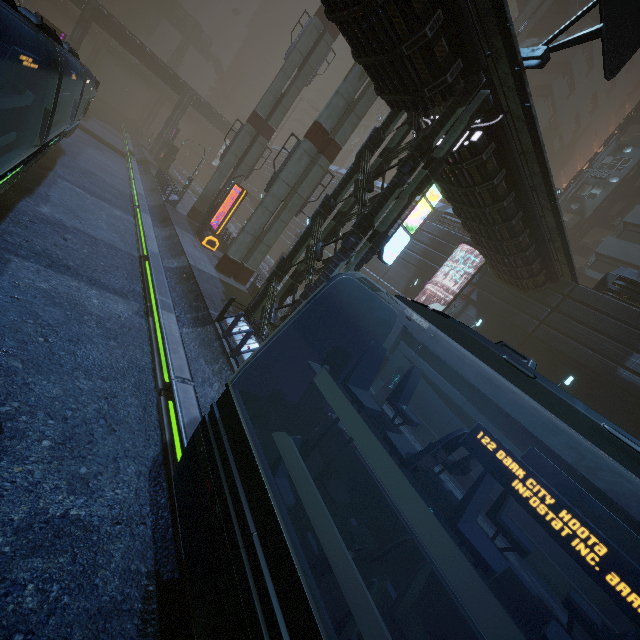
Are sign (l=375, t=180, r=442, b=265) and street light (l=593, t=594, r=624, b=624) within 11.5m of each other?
no

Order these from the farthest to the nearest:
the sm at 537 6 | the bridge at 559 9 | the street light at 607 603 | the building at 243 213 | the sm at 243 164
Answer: the building at 243 213 → the bridge at 559 9 → the sm at 537 6 → the sm at 243 164 → the street light at 607 603

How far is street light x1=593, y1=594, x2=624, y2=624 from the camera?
9.73m

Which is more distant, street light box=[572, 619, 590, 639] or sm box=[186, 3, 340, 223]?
sm box=[186, 3, 340, 223]

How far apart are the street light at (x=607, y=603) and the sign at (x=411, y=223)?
12.15m

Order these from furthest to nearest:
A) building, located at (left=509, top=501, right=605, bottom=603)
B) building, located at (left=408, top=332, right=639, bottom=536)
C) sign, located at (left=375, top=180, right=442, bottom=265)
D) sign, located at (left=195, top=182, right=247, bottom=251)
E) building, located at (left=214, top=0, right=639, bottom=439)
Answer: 1. sign, located at (left=195, top=182, right=247, bottom=251)
2. building, located at (left=408, top=332, right=639, bottom=536)
3. building, located at (left=509, top=501, right=605, bottom=603)
4. sign, located at (left=375, top=180, right=442, bottom=265)
5. building, located at (left=214, top=0, right=639, bottom=439)

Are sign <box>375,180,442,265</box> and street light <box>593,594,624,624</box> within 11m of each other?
no

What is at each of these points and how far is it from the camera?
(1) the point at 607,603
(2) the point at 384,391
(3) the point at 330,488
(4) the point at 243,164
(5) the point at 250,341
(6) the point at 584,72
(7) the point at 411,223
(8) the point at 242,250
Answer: (1) street light, 9.94m
(2) street light, 17.73m
(3) train, 5.38m
(4) sm, 26.75m
(5) building, 11.85m
(6) building, 37.66m
(7) sign, 11.81m
(8) sm, 19.28m
